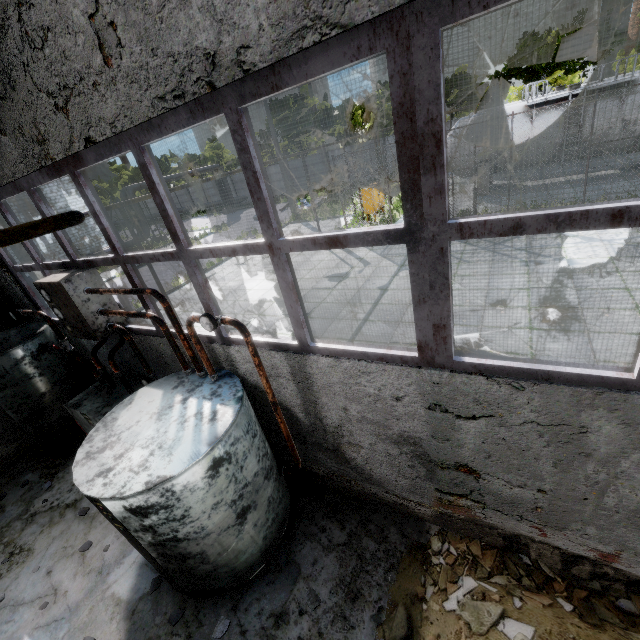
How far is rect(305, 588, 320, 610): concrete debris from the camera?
3.7m

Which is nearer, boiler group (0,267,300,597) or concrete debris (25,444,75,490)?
boiler group (0,267,300,597)

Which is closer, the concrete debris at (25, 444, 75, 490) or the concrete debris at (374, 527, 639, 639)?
the concrete debris at (374, 527, 639, 639)

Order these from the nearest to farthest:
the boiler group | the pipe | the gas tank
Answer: the pipe, the boiler group, the gas tank

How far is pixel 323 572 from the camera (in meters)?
3.99

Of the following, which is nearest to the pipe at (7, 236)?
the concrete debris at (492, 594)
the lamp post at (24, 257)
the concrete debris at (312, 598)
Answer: the lamp post at (24, 257)

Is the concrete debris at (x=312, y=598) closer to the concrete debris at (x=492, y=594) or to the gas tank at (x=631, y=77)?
the concrete debris at (x=492, y=594)

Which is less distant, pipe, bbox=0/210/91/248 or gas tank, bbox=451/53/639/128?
pipe, bbox=0/210/91/248
